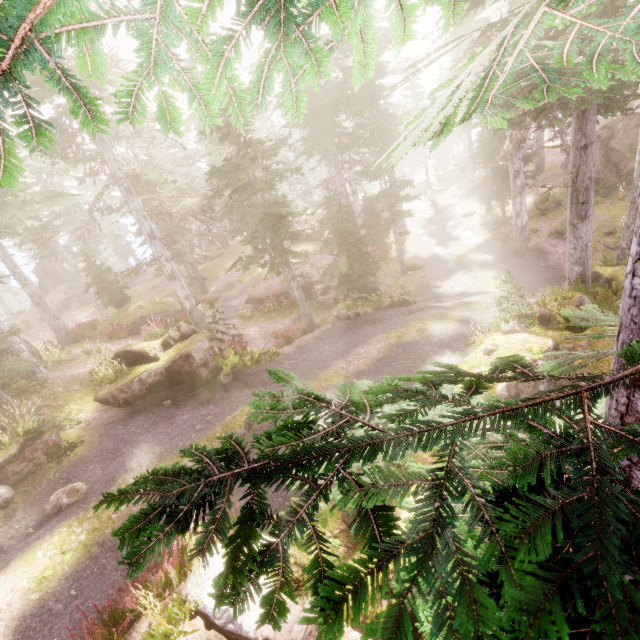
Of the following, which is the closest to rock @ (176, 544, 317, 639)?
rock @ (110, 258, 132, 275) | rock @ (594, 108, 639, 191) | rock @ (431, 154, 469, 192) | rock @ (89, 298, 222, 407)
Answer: rock @ (89, 298, 222, 407)

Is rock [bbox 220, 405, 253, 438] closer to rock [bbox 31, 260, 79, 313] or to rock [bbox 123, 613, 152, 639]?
rock [bbox 123, 613, 152, 639]

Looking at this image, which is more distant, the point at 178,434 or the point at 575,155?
the point at 575,155

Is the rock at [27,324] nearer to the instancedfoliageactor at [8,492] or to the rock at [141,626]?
the instancedfoliageactor at [8,492]

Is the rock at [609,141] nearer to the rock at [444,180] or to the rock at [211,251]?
the rock at [444,180]

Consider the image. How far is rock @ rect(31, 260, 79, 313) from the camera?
35.4m

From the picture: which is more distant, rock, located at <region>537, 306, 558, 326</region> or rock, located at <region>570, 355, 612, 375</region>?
rock, located at <region>537, 306, 558, 326</region>

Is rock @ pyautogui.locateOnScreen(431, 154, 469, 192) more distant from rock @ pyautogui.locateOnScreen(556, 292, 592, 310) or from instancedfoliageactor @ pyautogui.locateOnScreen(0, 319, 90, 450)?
rock @ pyautogui.locateOnScreen(556, 292, 592, 310)
